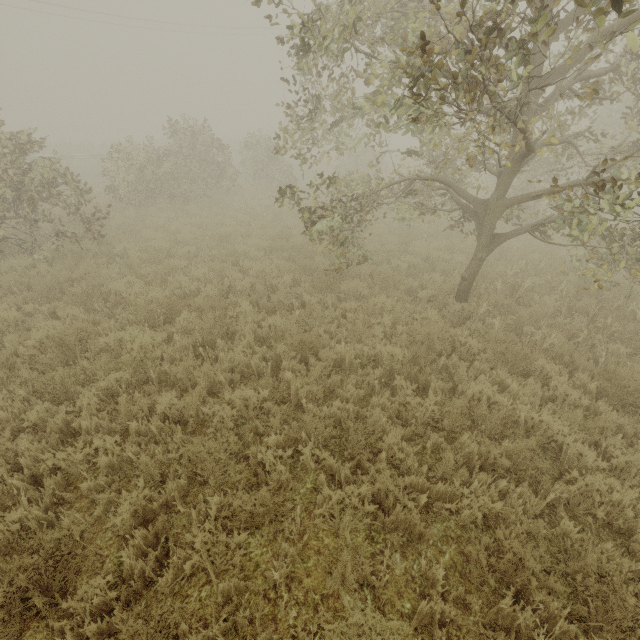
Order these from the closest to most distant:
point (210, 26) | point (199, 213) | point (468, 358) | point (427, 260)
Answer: point (468, 358) → point (427, 260) → point (199, 213) → point (210, 26)
